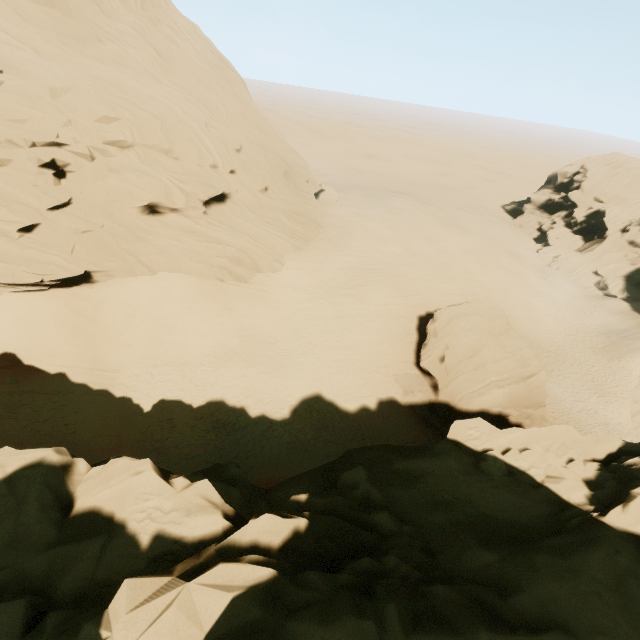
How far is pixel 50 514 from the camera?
6.73m

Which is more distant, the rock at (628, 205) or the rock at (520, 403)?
the rock at (628, 205)

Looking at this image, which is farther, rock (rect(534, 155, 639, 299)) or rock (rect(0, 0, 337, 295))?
rock (rect(534, 155, 639, 299))

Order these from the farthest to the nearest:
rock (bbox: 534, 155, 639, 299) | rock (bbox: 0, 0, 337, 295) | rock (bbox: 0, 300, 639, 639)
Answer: rock (bbox: 534, 155, 639, 299) < rock (bbox: 0, 0, 337, 295) < rock (bbox: 0, 300, 639, 639)

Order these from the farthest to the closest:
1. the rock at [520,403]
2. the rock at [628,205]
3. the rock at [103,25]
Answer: the rock at [628,205]
the rock at [103,25]
the rock at [520,403]
